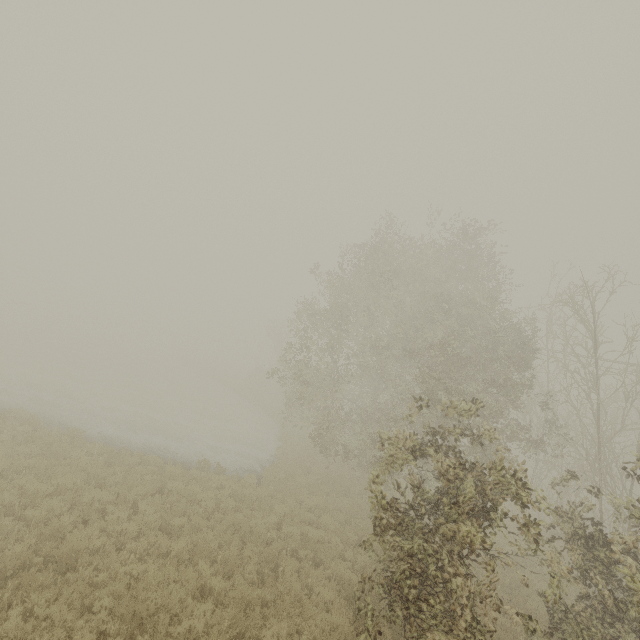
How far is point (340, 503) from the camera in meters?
14.5 m

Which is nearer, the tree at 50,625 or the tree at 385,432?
the tree at 50,625

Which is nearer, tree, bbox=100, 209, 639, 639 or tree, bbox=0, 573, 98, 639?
tree, bbox=0, 573, 98, 639
